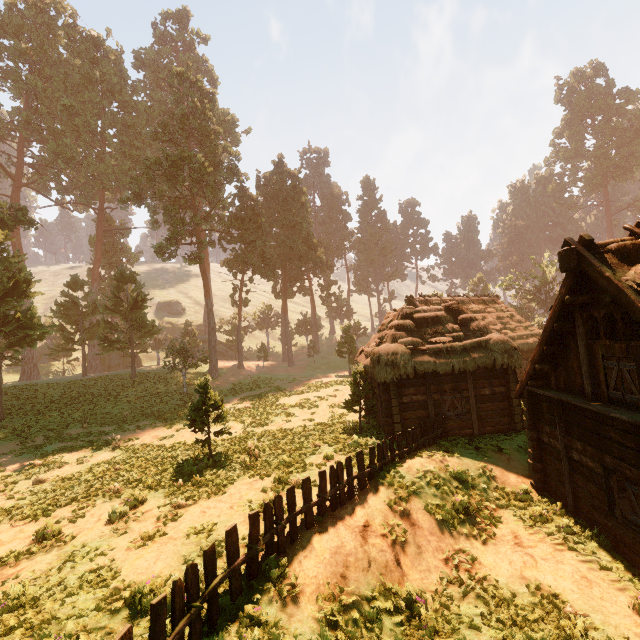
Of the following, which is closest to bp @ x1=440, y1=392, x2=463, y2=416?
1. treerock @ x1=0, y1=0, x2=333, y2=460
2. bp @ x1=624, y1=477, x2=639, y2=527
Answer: treerock @ x1=0, y1=0, x2=333, y2=460

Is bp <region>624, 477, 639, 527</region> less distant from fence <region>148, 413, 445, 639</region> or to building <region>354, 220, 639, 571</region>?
building <region>354, 220, 639, 571</region>

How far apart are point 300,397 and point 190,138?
33.74m

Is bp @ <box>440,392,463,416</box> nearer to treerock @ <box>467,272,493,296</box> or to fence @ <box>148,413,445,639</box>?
fence @ <box>148,413,445,639</box>

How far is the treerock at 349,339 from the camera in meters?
16.5 m

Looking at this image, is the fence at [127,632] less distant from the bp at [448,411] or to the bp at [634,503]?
the bp at [448,411]

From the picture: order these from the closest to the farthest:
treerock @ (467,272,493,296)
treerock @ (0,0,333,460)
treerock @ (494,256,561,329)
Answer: treerock @ (0,0,333,460) < treerock @ (494,256,561,329) < treerock @ (467,272,493,296)

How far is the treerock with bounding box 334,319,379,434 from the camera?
16.5m
